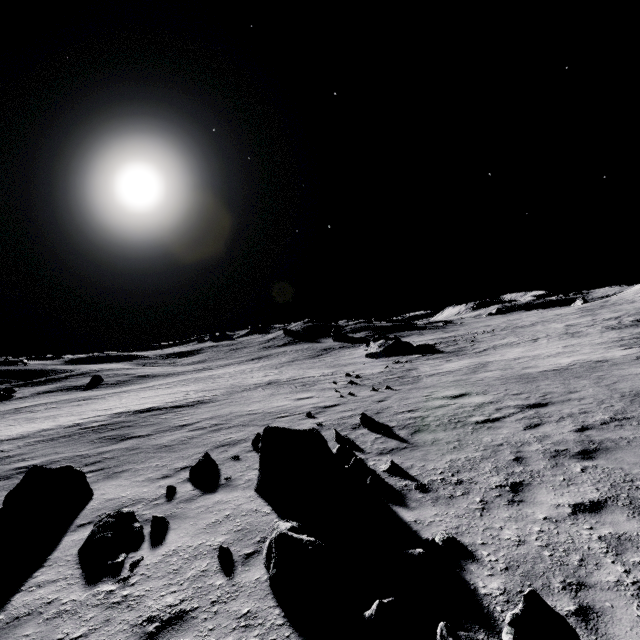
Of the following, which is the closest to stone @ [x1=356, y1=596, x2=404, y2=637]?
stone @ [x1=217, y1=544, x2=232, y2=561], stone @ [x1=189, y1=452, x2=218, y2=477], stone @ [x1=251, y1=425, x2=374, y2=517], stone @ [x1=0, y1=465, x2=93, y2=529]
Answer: stone @ [x1=217, y1=544, x2=232, y2=561]

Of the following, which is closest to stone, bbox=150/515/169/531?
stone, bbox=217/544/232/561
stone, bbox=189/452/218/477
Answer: stone, bbox=217/544/232/561

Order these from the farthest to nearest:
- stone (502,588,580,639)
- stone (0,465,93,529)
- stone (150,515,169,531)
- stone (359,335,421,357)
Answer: stone (359,335,421,357), stone (0,465,93,529), stone (150,515,169,531), stone (502,588,580,639)

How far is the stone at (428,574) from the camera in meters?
3.9

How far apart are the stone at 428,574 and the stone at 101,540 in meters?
4.2

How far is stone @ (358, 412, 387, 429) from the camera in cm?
1045

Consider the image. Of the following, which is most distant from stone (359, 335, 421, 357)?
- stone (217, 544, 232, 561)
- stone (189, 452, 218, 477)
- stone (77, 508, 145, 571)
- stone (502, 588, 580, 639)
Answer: stone (502, 588, 580, 639)

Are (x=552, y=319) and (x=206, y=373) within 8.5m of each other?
no
